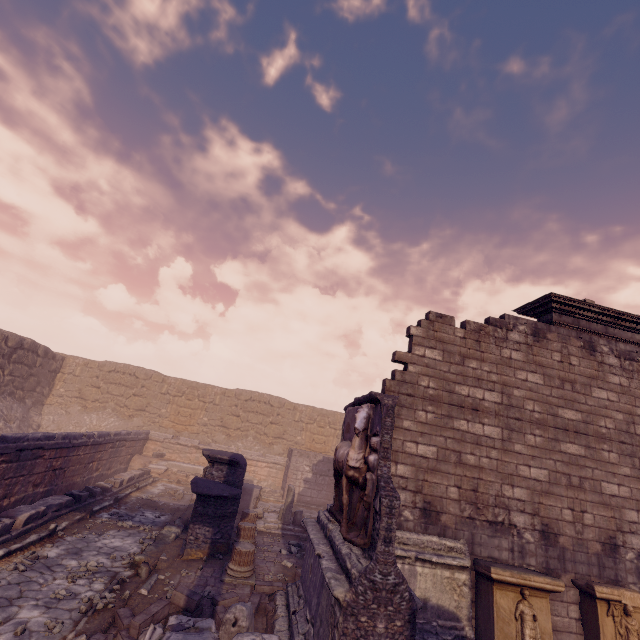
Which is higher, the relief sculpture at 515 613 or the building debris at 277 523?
the relief sculpture at 515 613

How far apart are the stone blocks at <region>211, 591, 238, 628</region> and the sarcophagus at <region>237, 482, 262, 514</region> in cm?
655

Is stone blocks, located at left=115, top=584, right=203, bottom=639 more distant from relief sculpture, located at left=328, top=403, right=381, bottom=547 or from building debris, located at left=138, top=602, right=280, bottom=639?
relief sculpture, located at left=328, top=403, right=381, bottom=547

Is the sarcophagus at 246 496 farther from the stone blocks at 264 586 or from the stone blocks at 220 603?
the stone blocks at 220 603

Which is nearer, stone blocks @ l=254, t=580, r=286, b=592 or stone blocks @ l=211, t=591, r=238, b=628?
stone blocks @ l=211, t=591, r=238, b=628

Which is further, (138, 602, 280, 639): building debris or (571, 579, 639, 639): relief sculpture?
(571, 579, 639, 639): relief sculpture

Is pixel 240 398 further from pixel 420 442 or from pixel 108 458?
pixel 420 442

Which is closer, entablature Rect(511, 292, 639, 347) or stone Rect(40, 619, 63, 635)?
stone Rect(40, 619, 63, 635)
